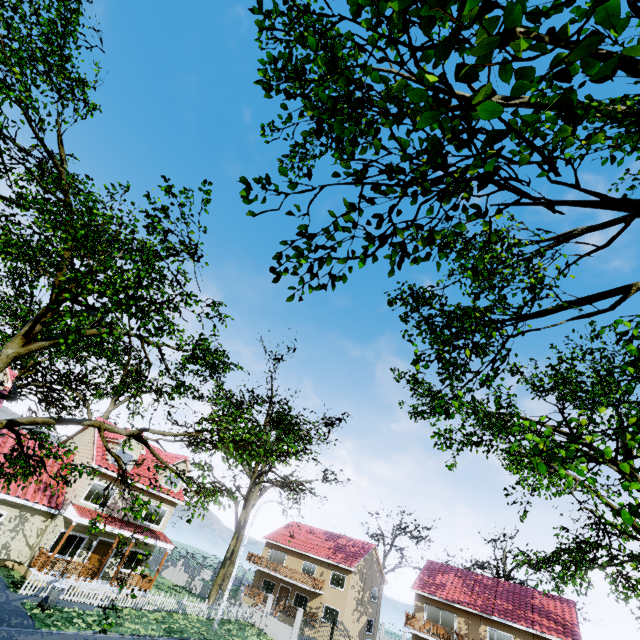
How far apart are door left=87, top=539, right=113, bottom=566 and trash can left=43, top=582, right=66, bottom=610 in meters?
6.1

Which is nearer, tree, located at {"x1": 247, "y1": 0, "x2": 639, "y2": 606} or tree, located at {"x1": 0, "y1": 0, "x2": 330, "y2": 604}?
tree, located at {"x1": 247, "y1": 0, "x2": 639, "y2": 606}

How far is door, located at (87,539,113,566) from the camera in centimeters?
2189cm

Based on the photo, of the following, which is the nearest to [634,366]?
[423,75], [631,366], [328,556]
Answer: [631,366]

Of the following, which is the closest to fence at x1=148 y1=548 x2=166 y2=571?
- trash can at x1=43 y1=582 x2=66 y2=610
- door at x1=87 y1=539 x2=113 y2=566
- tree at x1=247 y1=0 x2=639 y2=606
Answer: tree at x1=247 y1=0 x2=639 y2=606

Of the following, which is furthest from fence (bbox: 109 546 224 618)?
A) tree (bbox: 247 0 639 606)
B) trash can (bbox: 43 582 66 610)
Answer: trash can (bbox: 43 582 66 610)

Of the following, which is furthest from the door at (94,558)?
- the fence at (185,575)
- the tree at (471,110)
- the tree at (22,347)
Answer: the tree at (471,110)

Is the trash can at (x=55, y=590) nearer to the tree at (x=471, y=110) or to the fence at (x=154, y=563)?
the fence at (x=154, y=563)
